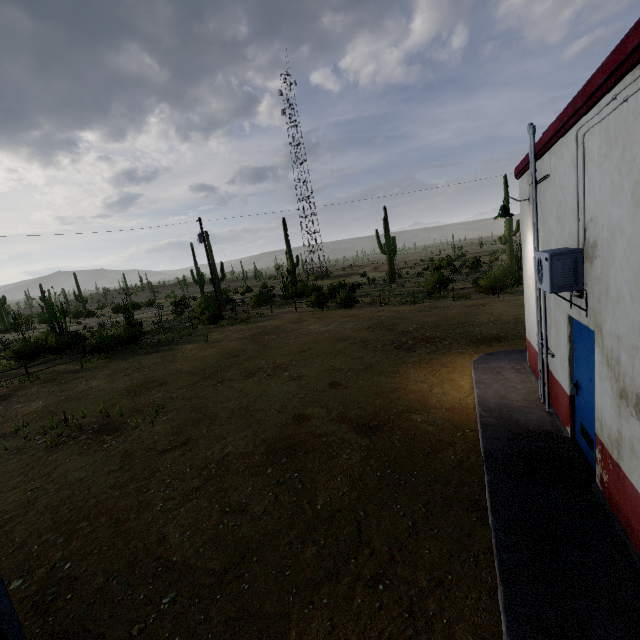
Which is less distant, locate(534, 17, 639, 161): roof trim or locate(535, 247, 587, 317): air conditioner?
locate(534, 17, 639, 161): roof trim

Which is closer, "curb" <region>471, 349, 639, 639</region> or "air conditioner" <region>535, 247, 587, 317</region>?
"curb" <region>471, 349, 639, 639</region>

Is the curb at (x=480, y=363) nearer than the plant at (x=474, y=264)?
Yes

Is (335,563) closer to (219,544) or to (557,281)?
(219,544)

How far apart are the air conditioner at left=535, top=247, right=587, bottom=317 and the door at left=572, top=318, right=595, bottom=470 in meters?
0.2 m

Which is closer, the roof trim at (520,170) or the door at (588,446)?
the door at (588,446)

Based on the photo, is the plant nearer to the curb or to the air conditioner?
the curb

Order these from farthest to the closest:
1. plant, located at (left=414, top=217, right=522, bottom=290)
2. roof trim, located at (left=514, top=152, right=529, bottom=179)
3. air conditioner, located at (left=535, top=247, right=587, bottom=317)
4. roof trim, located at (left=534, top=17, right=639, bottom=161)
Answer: plant, located at (left=414, top=217, right=522, bottom=290)
roof trim, located at (left=514, top=152, right=529, bottom=179)
air conditioner, located at (left=535, top=247, right=587, bottom=317)
roof trim, located at (left=534, top=17, right=639, bottom=161)
